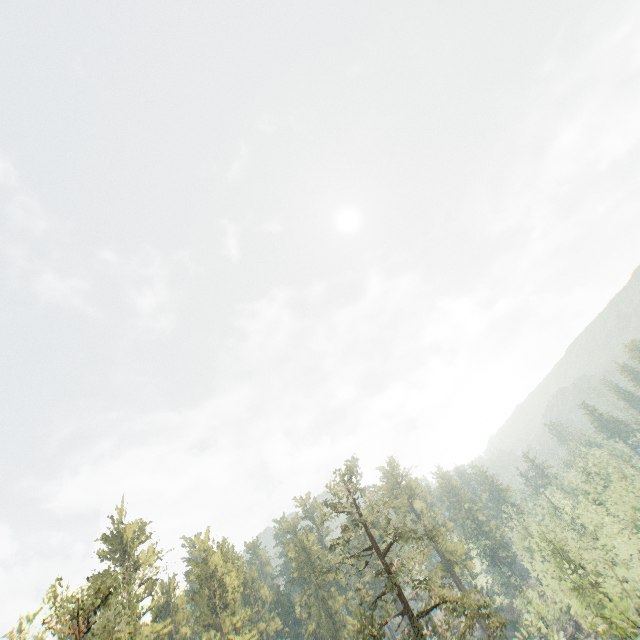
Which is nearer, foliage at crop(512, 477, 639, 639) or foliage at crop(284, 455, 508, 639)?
foliage at crop(512, 477, 639, 639)

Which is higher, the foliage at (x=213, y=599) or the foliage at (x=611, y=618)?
the foliage at (x=213, y=599)

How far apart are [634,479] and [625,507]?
5.6m

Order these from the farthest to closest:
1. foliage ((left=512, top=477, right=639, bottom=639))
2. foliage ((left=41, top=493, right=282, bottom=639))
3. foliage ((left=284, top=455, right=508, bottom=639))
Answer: foliage ((left=284, top=455, right=508, bottom=639))
foliage ((left=41, top=493, right=282, bottom=639))
foliage ((left=512, top=477, right=639, bottom=639))

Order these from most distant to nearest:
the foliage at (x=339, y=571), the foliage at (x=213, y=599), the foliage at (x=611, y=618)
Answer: the foliage at (x=339, y=571) < the foliage at (x=213, y=599) < the foliage at (x=611, y=618)

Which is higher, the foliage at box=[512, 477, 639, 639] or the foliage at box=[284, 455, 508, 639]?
the foliage at box=[284, 455, 508, 639]
